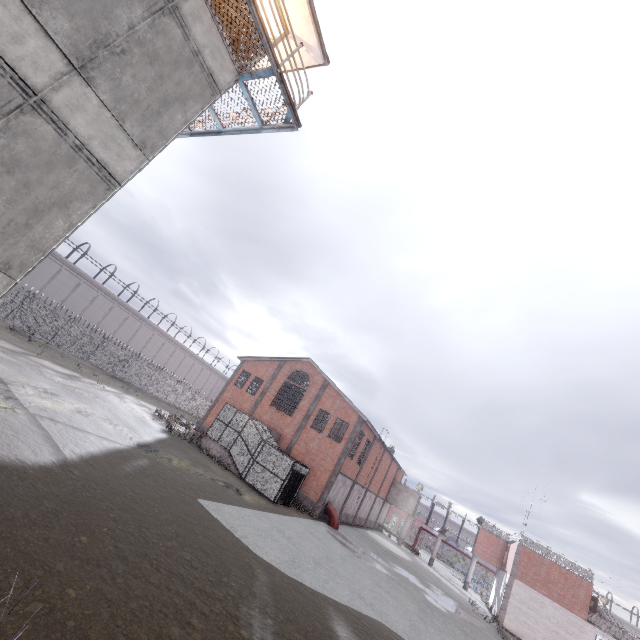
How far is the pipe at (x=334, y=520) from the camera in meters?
26.6

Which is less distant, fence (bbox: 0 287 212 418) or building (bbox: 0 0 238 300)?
building (bbox: 0 0 238 300)

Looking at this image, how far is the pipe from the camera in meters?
26.6

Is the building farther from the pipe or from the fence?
the pipe

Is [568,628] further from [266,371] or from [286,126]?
[286,126]

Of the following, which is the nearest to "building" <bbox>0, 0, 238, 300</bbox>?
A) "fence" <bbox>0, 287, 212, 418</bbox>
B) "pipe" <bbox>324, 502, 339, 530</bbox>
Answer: "fence" <bbox>0, 287, 212, 418</bbox>

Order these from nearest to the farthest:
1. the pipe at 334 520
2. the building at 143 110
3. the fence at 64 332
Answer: the building at 143 110, the pipe at 334 520, the fence at 64 332
